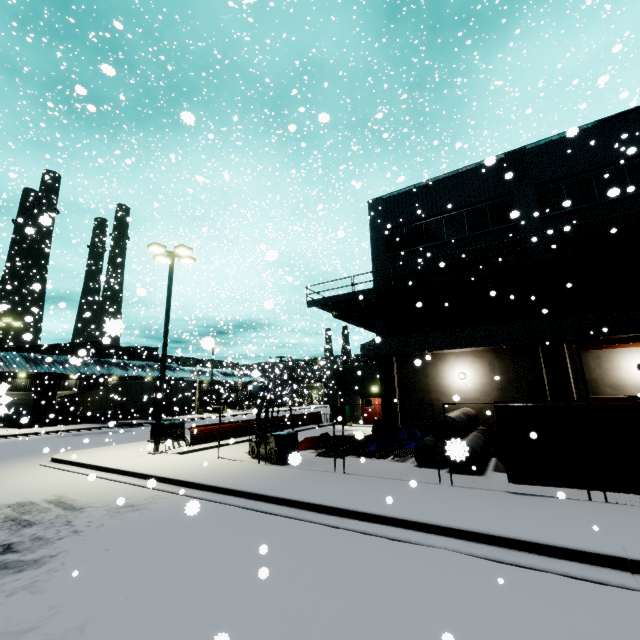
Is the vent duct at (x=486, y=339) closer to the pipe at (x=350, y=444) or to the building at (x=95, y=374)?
the building at (x=95, y=374)

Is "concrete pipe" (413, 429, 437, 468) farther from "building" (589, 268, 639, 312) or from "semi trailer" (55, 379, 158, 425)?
"semi trailer" (55, 379, 158, 425)

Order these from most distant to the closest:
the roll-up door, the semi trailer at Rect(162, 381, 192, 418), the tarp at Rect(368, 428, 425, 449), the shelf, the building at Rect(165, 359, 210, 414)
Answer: the building at Rect(165, 359, 210, 414), the semi trailer at Rect(162, 381, 192, 418), the tarp at Rect(368, 428, 425, 449), the shelf, the roll-up door

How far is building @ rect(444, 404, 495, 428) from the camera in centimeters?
1564cm

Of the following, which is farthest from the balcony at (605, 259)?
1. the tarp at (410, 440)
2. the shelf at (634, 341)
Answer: the tarp at (410, 440)

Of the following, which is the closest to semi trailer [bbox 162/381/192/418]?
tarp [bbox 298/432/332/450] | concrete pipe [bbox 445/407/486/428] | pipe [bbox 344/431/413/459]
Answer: tarp [bbox 298/432/332/450]

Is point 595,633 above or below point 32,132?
below

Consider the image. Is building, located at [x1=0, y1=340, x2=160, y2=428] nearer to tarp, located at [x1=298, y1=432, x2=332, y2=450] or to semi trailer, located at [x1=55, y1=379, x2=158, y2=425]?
semi trailer, located at [x1=55, y1=379, x2=158, y2=425]
